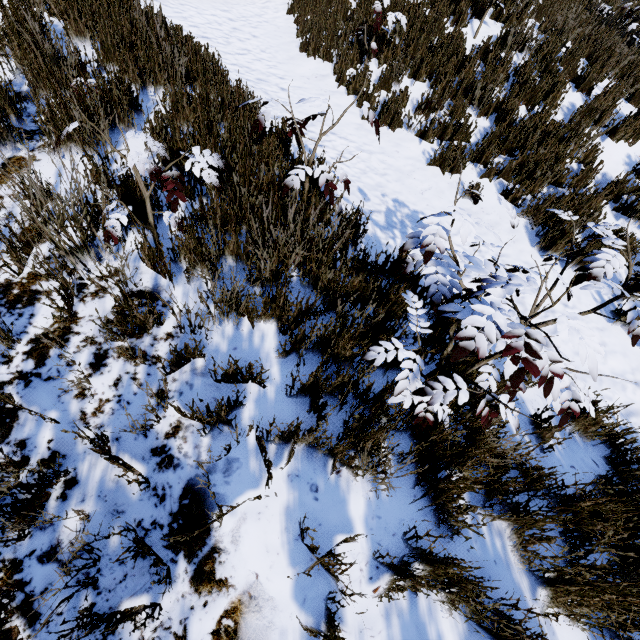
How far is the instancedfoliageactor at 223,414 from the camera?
1.51m

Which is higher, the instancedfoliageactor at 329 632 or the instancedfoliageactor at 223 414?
the instancedfoliageactor at 223 414

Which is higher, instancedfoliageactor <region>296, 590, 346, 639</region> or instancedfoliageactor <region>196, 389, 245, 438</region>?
instancedfoliageactor <region>196, 389, 245, 438</region>

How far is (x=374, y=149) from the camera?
4.9m

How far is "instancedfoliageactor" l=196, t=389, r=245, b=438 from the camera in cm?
151
